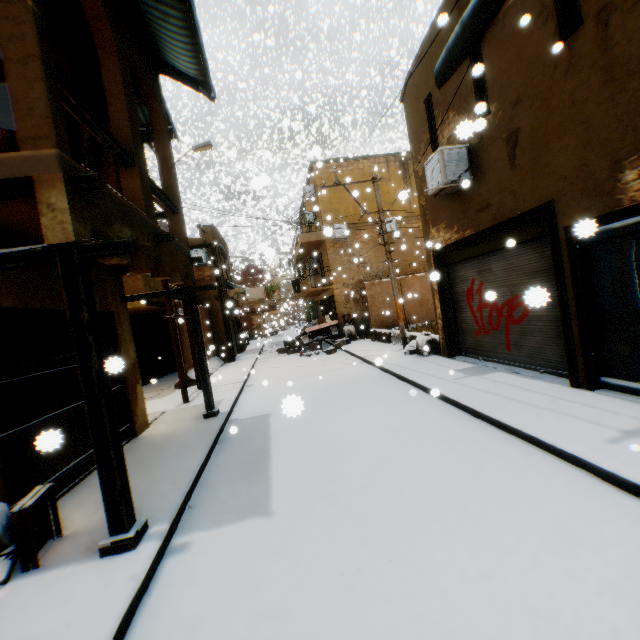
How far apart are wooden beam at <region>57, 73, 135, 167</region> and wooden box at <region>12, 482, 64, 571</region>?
4.4m

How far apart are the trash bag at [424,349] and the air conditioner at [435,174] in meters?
2.2

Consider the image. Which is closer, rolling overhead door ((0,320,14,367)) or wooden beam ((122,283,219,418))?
rolling overhead door ((0,320,14,367))

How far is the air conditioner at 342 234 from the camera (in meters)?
18.94

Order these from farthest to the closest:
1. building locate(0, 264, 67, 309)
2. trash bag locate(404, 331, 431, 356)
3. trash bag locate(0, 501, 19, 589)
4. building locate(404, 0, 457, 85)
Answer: trash bag locate(404, 331, 431, 356) < building locate(404, 0, 457, 85) < building locate(0, 264, 67, 309) < trash bag locate(0, 501, 19, 589)

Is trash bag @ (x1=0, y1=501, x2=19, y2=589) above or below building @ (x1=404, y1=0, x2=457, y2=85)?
below

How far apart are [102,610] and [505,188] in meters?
8.5

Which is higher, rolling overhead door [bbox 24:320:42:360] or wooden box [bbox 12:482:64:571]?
rolling overhead door [bbox 24:320:42:360]
